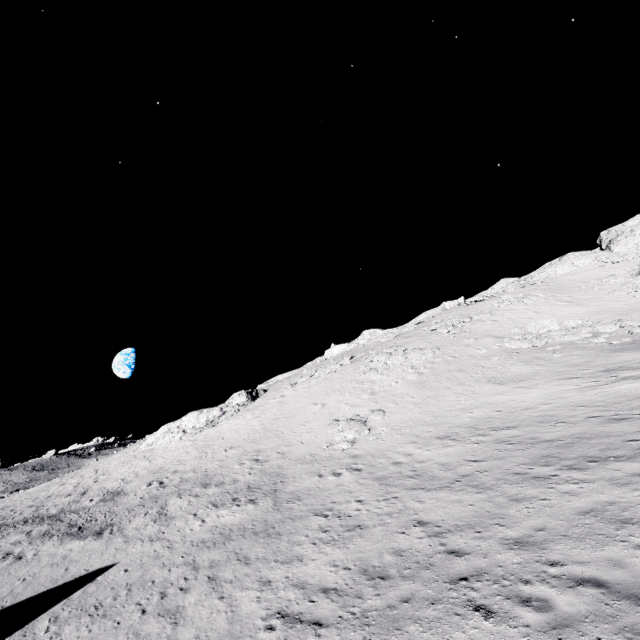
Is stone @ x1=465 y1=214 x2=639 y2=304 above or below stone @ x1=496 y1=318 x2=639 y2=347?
above

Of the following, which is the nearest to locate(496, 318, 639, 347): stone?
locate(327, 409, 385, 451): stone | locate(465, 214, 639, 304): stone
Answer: locate(327, 409, 385, 451): stone

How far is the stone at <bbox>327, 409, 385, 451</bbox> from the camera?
20.50m

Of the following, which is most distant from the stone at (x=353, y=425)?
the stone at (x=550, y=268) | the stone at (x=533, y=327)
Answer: the stone at (x=550, y=268)

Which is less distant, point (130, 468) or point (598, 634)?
point (598, 634)

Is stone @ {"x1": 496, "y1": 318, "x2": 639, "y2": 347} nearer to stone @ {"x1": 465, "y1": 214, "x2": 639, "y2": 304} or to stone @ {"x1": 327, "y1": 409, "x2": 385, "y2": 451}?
stone @ {"x1": 327, "y1": 409, "x2": 385, "y2": 451}

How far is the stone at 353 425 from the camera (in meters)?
20.50
